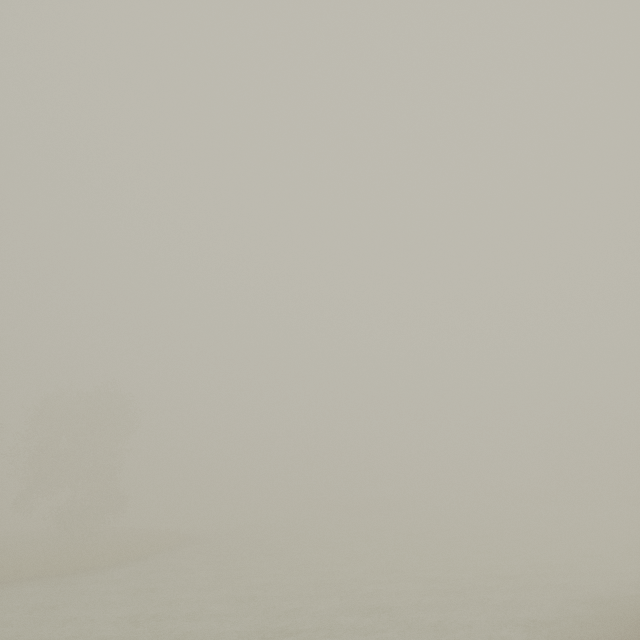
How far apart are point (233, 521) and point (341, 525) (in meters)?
18.84
